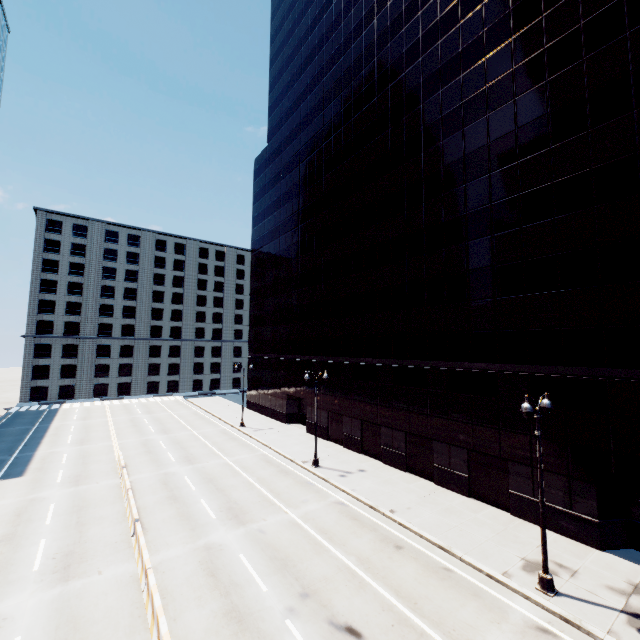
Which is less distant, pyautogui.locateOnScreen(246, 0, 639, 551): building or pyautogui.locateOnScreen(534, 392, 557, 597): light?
pyautogui.locateOnScreen(534, 392, 557, 597): light

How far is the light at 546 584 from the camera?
12.3 meters

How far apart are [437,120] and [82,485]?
36.3m

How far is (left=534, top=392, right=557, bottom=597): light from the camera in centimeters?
1232cm

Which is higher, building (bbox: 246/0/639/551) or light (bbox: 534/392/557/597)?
building (bbox: 246/0/639/551)

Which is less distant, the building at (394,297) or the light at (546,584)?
the light at (546,584)
